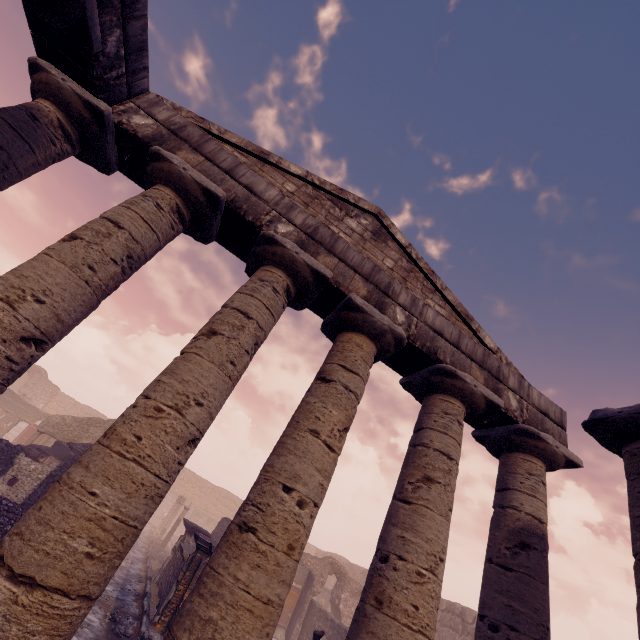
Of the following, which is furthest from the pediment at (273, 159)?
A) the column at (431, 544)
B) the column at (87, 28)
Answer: the column at (87, 28)

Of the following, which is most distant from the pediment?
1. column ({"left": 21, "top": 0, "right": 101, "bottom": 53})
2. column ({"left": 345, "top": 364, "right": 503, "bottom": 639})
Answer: column ({"left": 21, "top": 0, "right": 101, "bottom": 53})

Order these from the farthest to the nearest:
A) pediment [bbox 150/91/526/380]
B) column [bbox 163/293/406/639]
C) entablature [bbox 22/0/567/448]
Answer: pediment [bbox 150/91/526/380] → entablature [bbox 22/0/567/448] → column [bbox 163/293/406/639]

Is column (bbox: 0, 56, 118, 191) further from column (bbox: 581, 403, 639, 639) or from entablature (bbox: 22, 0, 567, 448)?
column (bbox: 581, 403, 639, 639)

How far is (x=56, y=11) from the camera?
3.8m

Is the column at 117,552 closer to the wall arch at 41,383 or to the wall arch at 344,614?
the wall arch at 344,614

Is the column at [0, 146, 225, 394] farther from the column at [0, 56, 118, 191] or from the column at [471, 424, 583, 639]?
the column at [471, 424, 583, 639]

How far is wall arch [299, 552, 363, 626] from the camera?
17.6m
